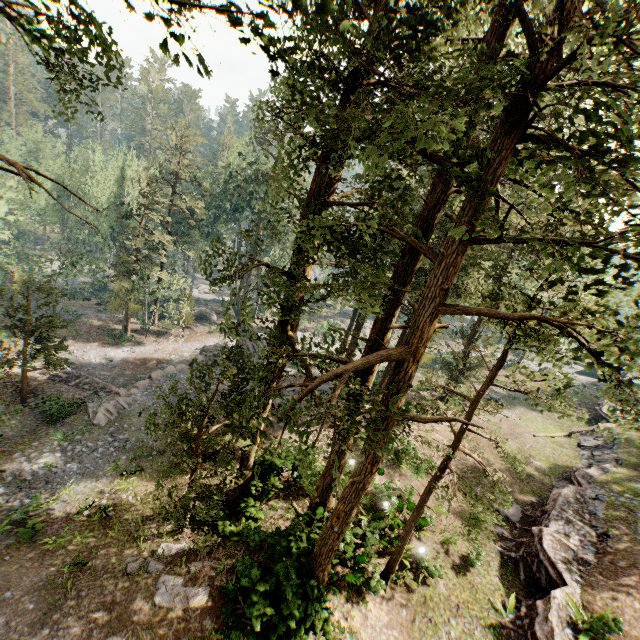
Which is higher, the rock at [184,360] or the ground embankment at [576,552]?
the ground embankment at [576,552]

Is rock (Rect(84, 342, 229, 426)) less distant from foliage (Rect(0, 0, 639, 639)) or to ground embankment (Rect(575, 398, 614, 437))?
foliage (Rect(0, 0, 639, 639))

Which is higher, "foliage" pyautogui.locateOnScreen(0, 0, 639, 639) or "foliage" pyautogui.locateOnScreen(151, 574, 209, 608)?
"foliage" pyautogui.locateOnScreen(0, 0, 639, 639)

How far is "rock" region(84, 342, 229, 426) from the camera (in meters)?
21.28

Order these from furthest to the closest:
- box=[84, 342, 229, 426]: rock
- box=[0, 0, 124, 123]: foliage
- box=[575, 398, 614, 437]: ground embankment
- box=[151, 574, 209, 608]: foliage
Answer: box=[575, 398, 614, 437]: ground embankment < box=[84, 342, 229, 426]: rock < box=[151, 574, 209, 608]: foliage < box=[0, 0, 124, 123]: foliage

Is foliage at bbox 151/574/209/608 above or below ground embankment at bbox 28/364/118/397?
above

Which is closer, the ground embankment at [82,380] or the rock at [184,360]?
the rock at [184,360]

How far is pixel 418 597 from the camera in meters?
12.8
